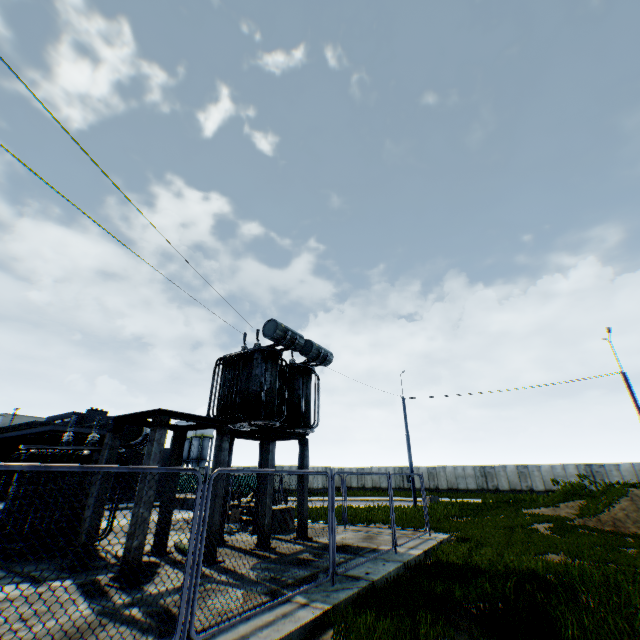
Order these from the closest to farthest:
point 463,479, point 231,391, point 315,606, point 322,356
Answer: point 315,606 < point 231,391 < point 322,356 < point 463,479

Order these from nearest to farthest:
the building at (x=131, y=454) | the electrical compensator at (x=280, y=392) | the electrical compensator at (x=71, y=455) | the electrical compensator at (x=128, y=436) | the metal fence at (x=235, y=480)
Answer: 1. the metal fence at (x=235, y=480)
2. the electrical compensator at (x=71, y=455)
3. the electrical compensator at (x=128, y=436)
4. the electrical compensator at (x=280, y=392)
5. the building at (x=131, y=454)

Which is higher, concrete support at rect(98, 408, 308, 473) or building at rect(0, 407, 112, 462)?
building at rect(0, 407, 112, 462)

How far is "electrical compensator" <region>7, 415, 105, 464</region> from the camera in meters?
9.8 m

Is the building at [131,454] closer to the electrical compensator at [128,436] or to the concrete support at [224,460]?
the electrical compensator at [128,436]

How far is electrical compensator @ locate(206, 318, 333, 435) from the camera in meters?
11.7 m

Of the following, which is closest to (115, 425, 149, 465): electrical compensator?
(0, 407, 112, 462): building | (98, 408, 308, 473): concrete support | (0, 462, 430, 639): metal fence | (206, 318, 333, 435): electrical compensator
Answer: (98, 408, 308, 473): concrete support

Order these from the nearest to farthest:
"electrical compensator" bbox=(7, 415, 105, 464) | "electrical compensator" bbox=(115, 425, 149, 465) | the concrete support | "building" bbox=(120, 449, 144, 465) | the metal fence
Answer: the metal fence, the concrete support, "electrical compensator" bbox=(7, 415, 105, 464), "electrical compensator" bbox=(115, 425, 149, 465), "building" bbox=(120, 449, 144, 465)
